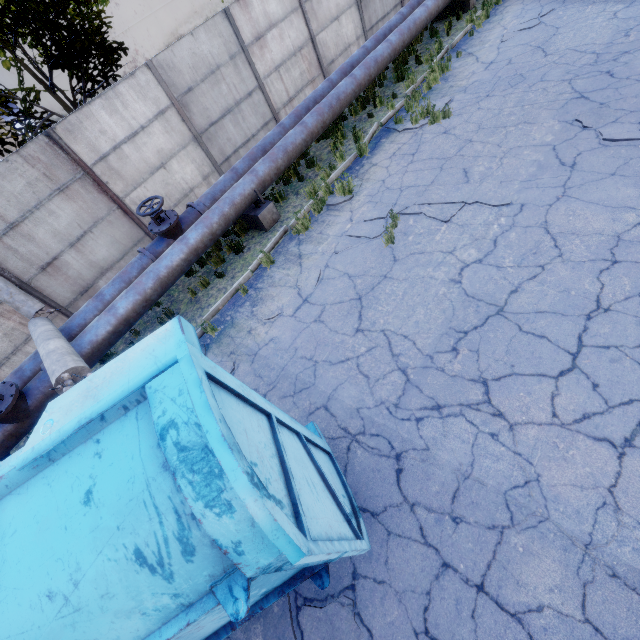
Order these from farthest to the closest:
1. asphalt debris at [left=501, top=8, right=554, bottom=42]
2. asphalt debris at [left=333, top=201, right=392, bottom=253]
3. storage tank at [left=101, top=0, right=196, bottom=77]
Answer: storage tank at [left=101, top=0, right=196, bottom=77]
asphalt debris at [left=501, top=8, right=554, bottom=42]
asphalt debris at [left=333, top=201, right=392, bottom=253]

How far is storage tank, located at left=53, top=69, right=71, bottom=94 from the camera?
57.2 meters

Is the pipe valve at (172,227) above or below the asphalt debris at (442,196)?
above

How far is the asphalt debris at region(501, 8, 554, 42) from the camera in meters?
9.4 m

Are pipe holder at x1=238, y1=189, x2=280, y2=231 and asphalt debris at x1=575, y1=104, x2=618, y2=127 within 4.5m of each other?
no

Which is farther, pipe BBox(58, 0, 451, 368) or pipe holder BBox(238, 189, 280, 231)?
pipe holder BBox(238, 189, 280, 231)

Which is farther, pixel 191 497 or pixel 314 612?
pixel 314 612

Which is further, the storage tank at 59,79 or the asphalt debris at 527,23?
the storage tank at 59,79
